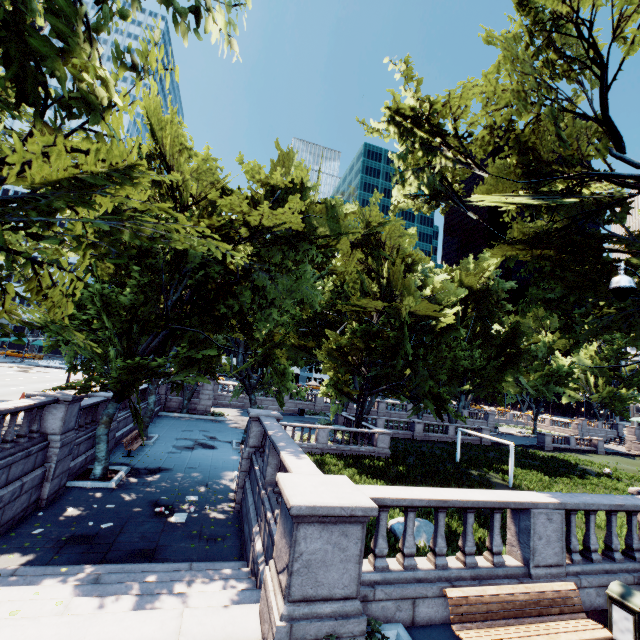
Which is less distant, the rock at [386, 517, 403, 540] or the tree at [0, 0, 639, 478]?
the tree at [0, 0, 639, 478]

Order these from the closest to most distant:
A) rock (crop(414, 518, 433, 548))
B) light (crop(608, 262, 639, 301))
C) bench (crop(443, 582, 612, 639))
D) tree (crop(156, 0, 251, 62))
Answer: tree (crop(156, 0, 251, 62)), bench (crop(443, 582, 612, 639)), light (crop(608, 262, 639, 301)), rock (crop(414, 518, 433, 548))

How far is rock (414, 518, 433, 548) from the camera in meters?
12.8

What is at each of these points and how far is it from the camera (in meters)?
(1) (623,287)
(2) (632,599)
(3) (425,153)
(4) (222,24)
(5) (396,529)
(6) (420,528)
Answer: (1) light, 6.82
(2) garbage can, 5.89
(3) tree, 14.95
(4) tree, 4.84
(5) rock, 13.22
(6) rock, 13.17

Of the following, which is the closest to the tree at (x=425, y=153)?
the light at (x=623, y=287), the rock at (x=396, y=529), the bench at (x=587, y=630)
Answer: the light at (x=623, y=287)

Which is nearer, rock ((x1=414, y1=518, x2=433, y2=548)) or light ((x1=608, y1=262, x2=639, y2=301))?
light ((x1=608, y1=262, x2=639, y2=301))

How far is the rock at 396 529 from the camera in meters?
13.1 m
